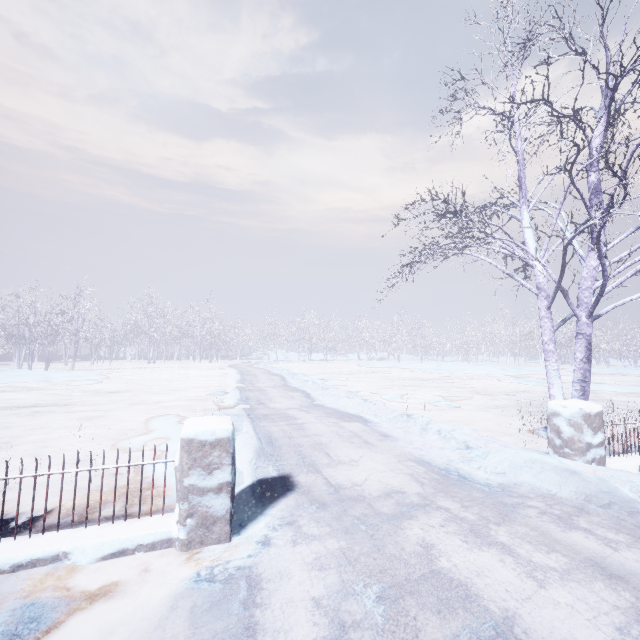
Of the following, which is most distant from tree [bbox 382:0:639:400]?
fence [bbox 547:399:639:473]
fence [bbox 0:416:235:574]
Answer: fence [bbox 0:416:235:574]

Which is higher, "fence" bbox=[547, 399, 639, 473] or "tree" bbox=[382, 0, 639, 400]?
"tree" bbox=[382, 0, 639, 400]

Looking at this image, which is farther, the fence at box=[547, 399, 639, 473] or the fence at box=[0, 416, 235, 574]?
the fence at box=[547, 399, 639, 473]

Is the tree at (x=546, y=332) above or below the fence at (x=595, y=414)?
Result: above

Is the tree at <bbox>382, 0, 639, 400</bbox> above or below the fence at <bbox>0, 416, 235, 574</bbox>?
above

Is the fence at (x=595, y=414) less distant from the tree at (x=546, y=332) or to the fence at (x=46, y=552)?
A: the tree at (x=546, y=332)

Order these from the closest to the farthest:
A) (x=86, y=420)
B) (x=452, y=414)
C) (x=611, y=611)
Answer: (x=611, y=611), (x=86, y=420), (x=452, y=414)
